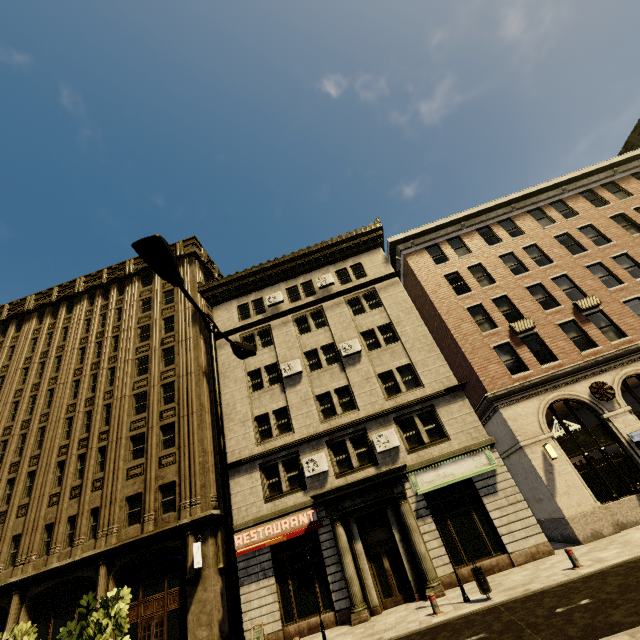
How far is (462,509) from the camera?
15.21m

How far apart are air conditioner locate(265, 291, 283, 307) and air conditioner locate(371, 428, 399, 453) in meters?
11.4

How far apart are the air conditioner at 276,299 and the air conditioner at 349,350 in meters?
5.7 m

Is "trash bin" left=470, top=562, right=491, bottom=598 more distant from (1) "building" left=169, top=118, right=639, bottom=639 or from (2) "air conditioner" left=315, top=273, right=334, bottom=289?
(2) "air conditioner" left=315, top=273, right=334, bottom=289

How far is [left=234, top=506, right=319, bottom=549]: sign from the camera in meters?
15.9 m

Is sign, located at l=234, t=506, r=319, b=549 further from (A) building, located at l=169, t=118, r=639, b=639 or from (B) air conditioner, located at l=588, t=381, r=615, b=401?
(B) air conditioner, located at l=588, t=381, r=615, b=401

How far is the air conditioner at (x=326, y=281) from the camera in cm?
2364

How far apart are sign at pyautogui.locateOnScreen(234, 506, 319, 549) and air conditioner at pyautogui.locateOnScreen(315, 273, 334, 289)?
13.9m
